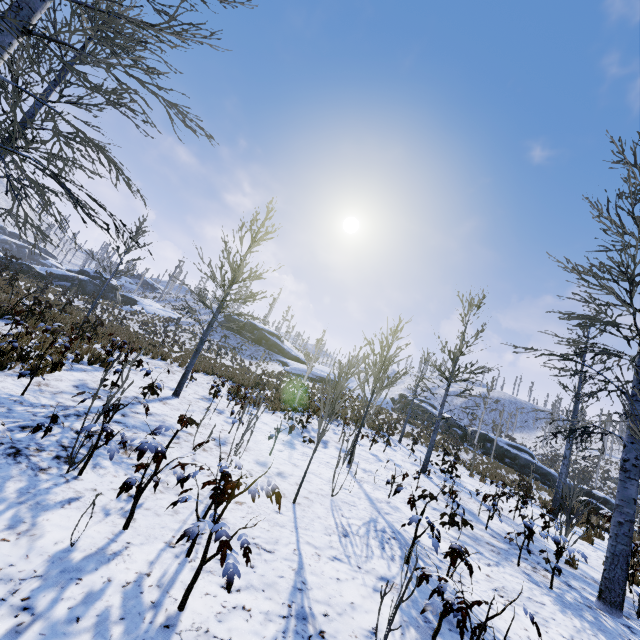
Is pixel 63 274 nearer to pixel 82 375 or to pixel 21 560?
pixel 82 375

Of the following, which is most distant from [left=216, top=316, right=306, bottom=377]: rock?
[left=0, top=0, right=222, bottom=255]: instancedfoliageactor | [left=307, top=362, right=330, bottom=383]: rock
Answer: [left=0, top=0, right=222, bottom=255]: instancedfoliageactor

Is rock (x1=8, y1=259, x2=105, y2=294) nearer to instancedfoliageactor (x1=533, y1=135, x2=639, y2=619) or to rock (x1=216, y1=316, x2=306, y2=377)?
rock (x1=216, y1=316, x2=306, y2=377)

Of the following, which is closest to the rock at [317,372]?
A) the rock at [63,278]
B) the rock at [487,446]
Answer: the rock at [487,446]

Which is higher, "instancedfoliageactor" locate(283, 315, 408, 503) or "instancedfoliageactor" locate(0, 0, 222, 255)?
"instancedfoliageactor" locate(0, 0, 222, 255)

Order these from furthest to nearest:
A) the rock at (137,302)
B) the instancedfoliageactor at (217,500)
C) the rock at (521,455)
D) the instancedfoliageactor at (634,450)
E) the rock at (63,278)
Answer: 1. the rock at (137,302)
2. the rock at (63,278)
3. the rock at (521,455)
4. the instancedfoliageactor at (634,450)
5. the instancedfoliageactor at (217,500)

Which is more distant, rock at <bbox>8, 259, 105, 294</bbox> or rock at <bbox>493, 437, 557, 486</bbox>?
rock at <bbox>8, 259, 105, 294</bbox>

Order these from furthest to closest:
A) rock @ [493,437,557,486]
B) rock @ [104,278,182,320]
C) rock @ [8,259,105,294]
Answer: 1. rock @ [104,278,182,320]
2. rock @ [8,259,105,294]
3. rock @ [493,437,557,486]
